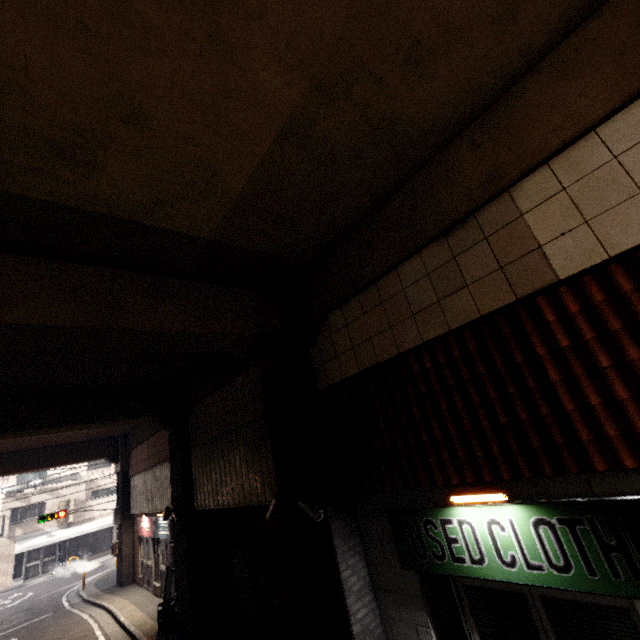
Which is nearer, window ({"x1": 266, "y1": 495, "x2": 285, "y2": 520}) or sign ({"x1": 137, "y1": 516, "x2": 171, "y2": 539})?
window ({"x1": 266, "y1": 495, "x2": 285, "y2": 520})

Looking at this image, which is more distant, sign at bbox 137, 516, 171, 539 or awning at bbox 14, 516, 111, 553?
awning at bbox 14, 516, 111, 553

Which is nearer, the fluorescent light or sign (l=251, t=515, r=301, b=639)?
the fluorescent light

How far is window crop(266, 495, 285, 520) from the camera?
5.6 meters

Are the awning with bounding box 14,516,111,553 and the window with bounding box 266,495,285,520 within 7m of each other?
no

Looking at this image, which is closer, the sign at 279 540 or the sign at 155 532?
the sign at 279 540

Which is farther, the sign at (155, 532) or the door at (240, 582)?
the sign at (155, 532)

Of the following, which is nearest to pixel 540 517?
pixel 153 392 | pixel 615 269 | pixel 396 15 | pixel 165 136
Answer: pixel 615 269
